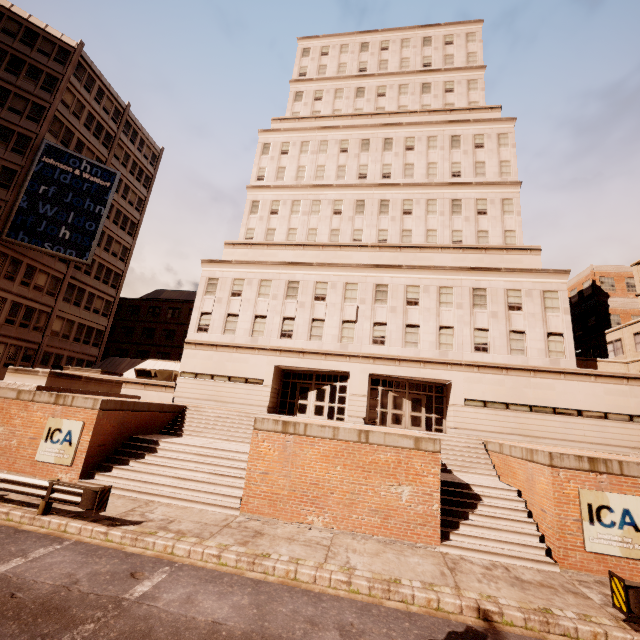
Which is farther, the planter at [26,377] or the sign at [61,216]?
the sign at [61,216]

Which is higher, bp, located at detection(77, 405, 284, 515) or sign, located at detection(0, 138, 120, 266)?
sign, located at detection(0, 138, 120, 266)

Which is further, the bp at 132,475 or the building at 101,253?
the building at 101,253

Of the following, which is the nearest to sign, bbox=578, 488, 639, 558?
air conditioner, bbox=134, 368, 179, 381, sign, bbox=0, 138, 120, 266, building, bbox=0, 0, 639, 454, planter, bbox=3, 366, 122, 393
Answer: building, bbox=0, 0, 639, 454

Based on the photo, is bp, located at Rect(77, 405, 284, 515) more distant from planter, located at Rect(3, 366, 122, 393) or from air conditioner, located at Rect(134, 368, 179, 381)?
air conditioner, located at Rect(134, 368, 179, 381)

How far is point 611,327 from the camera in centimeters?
4322cm

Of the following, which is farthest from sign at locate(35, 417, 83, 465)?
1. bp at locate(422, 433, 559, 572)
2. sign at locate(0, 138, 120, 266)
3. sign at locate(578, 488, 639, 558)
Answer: sign at locate(0, 138, 120, 266)

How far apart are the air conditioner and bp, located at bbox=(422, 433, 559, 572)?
21.8m
